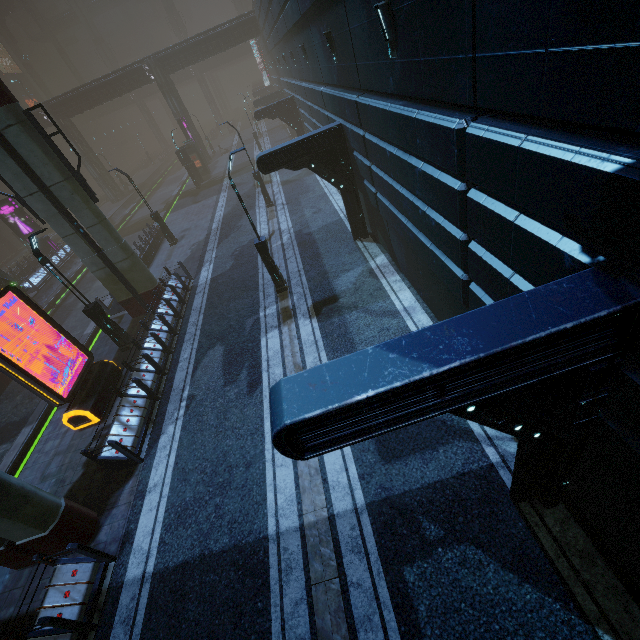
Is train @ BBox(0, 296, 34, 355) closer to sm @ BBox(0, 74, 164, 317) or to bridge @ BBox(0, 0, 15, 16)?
sm @ BBox(0, 74, 164, 317)

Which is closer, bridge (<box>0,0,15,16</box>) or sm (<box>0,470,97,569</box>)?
sm (<box>0,470,97,569</box>)

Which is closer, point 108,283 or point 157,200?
point 108,283

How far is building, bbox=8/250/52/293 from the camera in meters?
25.6 m

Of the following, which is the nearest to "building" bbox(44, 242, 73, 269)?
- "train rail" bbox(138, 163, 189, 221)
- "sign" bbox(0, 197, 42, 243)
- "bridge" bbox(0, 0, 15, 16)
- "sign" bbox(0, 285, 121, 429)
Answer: "train rail" bbox(138, 163, 189, 221)

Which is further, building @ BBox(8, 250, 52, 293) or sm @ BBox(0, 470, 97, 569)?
building @ BBox(8, 250, 52, 293)

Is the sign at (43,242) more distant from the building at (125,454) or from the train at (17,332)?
the train at (17,332)

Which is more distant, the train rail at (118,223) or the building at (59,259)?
the train rail at (118,223)
